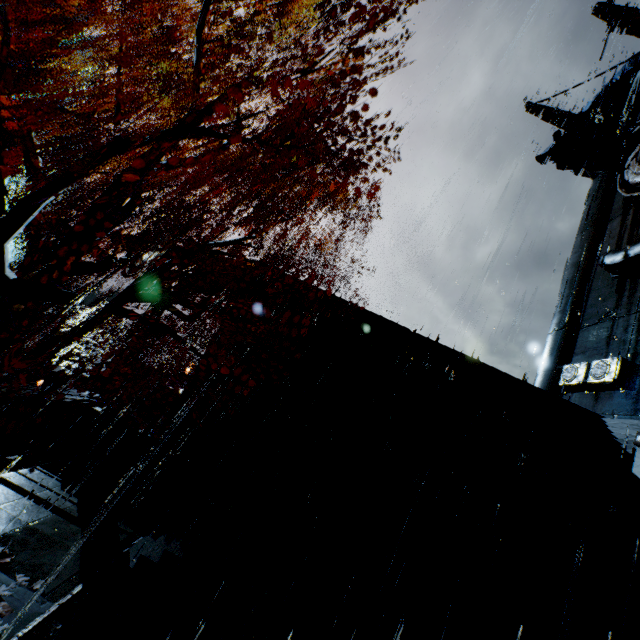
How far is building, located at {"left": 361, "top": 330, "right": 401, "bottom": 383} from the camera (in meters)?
14.10

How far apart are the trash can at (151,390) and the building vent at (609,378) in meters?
25.6

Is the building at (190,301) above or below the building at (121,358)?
above

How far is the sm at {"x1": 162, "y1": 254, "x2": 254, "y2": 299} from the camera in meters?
14.9 m

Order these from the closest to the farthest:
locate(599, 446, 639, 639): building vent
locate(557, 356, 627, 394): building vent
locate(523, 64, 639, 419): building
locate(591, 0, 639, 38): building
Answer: locate(599, 446, 639, 639): building vent, locate(557, 356, 627, 394): building vent, locate(523, 64, 639, 419): building, locate(591, 0, 639, 38): building

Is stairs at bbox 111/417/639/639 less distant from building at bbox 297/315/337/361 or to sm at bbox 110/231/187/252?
building at bbox 297/315/337/361

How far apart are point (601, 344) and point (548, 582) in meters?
18.6

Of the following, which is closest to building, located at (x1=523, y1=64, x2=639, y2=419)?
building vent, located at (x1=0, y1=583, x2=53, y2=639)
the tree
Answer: the tree
